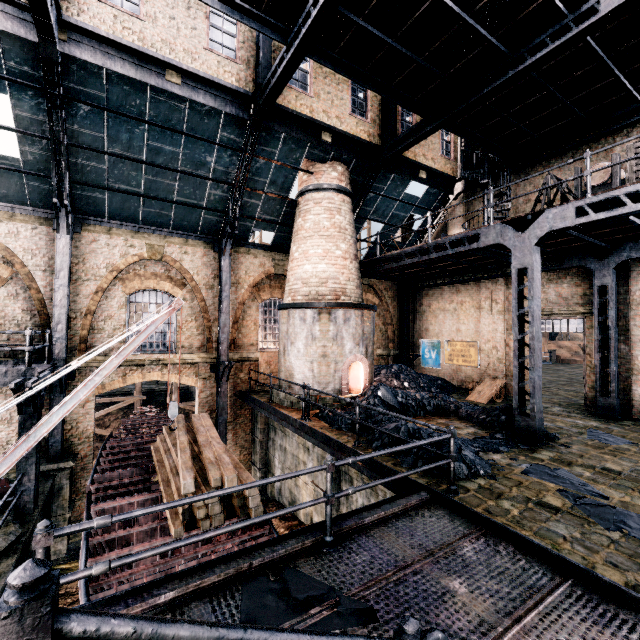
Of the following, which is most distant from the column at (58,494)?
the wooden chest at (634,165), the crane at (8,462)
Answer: the wooden chest at (634,165)

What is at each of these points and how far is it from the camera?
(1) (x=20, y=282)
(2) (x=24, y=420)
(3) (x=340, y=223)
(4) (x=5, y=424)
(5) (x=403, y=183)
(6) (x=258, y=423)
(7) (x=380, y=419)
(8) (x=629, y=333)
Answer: (1) building, 12.1m
(2) truss, 8.8m
(3) chimney, 14.4m
(4) building, 11.8m
(5) building, 16.8m
(6) column, 15.9m
(7) coal pile, 10.0m
(8) building, 12.4m

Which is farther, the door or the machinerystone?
the door

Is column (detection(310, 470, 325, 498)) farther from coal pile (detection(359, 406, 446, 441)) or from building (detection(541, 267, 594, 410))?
building (detection(541, 267, 594, 410))

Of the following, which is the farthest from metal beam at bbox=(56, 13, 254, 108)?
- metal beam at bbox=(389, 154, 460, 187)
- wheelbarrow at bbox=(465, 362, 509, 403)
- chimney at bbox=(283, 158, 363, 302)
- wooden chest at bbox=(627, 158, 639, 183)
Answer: wheelbarrow at bbox=(465, 362, 509, 403)

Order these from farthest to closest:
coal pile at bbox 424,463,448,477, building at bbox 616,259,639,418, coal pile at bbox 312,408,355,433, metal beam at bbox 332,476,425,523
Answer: building at bbox 616,259,639,418, coal pile at bbox 312,408,355,433, coal pile at bbox 424,463,448,477, metal beam at bbox 332,476,425,523

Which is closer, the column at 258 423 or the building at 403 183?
the column at 258 423

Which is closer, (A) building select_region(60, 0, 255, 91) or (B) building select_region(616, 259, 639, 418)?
(A) building select_region(60, 0, 255, 91)
